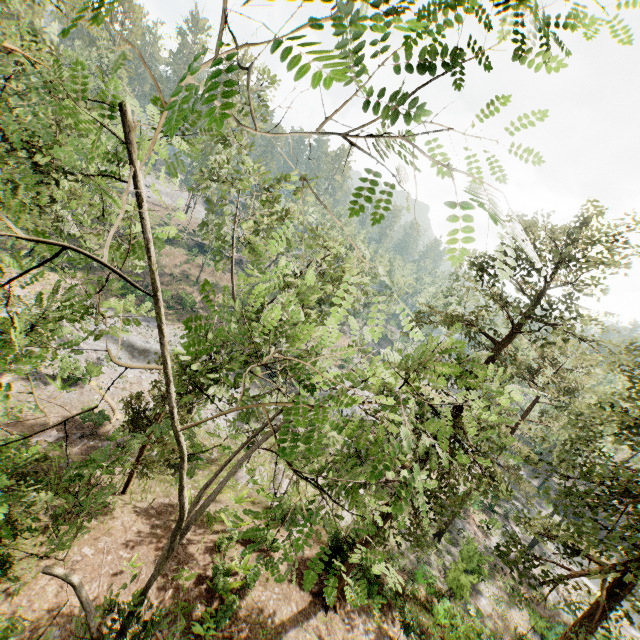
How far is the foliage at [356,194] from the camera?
2.19m

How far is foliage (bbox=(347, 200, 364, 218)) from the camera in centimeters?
226cm

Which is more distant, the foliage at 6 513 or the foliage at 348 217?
the foliage at 6 513

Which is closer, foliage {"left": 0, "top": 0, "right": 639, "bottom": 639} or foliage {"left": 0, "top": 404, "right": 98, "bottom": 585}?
foliage {"left": 0, "top": 0, "right": 639, "bottom": 639}

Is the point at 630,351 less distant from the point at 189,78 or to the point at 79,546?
the point at 189,78
